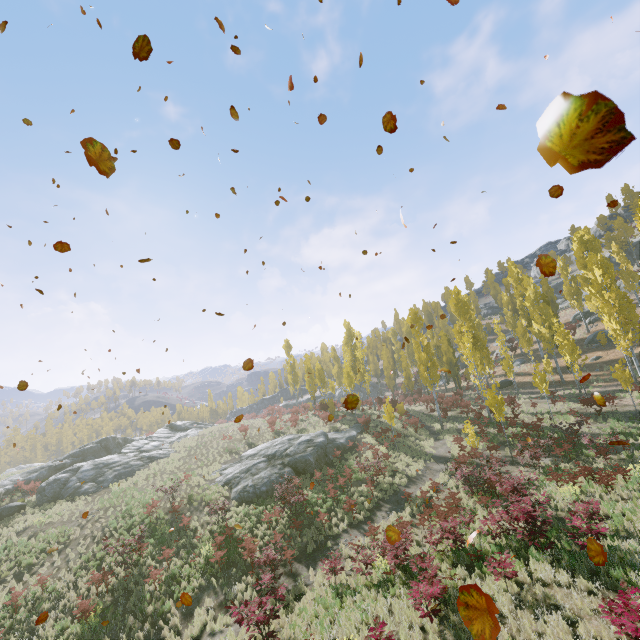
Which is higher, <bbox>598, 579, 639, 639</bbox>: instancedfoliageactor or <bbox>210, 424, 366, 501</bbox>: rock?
<bbox>210, 424, 366, 501</bbox>: rock

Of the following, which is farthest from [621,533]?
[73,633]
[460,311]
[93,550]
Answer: [93,550]

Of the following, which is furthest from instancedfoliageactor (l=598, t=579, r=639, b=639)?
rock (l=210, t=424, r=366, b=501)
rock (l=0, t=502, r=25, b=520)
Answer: rock (l=0, t=502, r=25, b=520)

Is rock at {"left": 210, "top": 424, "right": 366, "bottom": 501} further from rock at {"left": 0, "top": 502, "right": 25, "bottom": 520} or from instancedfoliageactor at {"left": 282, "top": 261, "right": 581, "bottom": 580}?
rock at {"left": 0, "top": 502, "right": 25, "bottom": 520}

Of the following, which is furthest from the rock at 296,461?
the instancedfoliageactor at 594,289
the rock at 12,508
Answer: the rock at 12,508

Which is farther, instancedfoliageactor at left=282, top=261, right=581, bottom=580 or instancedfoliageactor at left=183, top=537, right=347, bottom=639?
instancedfoliageactor at left=282, top=261, right=581, bottom=580

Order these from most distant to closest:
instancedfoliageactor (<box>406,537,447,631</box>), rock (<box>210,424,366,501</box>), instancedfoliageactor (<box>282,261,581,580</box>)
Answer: rock (<box>210,424,366,501</box>) → instancedfoliageactor (<box>282,261,581,580</box>) → instancedfoliageactor (<box>406,537,447,631</box>)
